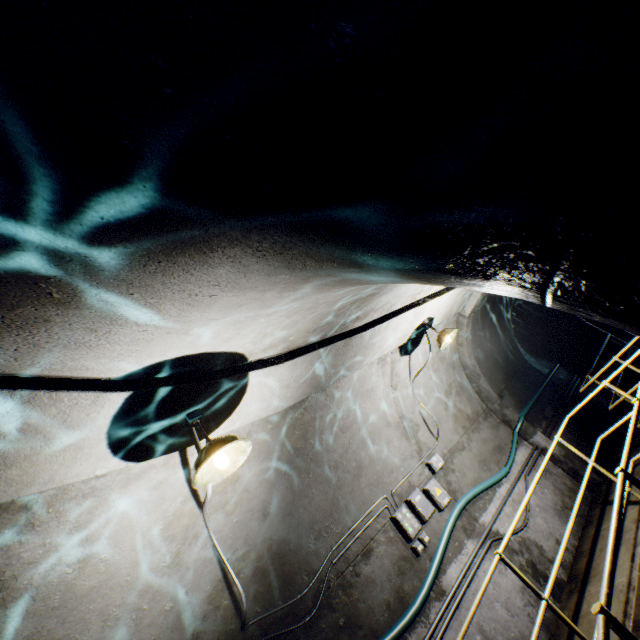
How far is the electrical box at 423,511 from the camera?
4.9 meters

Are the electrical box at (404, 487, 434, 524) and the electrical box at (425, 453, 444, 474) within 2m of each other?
yes

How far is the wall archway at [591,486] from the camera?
6.0 meters

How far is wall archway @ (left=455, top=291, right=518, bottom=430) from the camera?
Result: 6.8m

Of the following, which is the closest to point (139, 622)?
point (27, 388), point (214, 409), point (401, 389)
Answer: point (214, 409)

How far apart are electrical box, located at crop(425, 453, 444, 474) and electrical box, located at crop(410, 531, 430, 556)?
0.9m

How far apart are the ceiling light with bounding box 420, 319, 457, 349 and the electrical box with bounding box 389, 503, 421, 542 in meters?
2.4 m

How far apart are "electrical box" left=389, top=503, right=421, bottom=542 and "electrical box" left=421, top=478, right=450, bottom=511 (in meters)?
0.51
